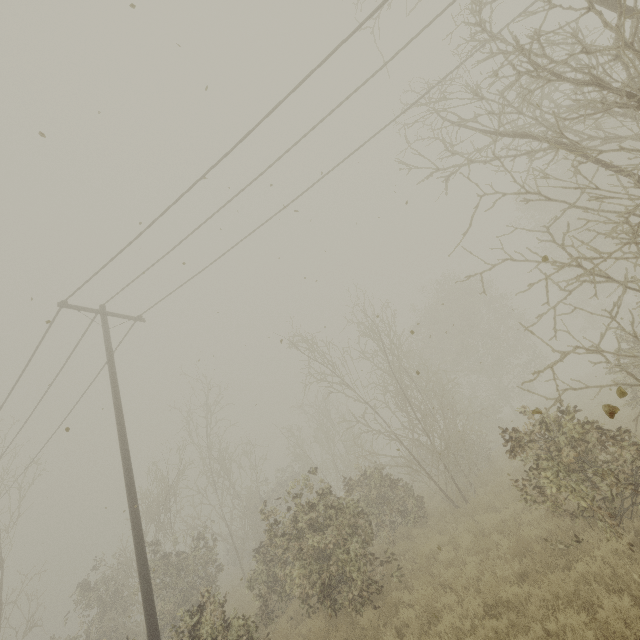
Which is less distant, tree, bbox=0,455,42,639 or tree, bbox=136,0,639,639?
tree, bbox=136,0,639,639

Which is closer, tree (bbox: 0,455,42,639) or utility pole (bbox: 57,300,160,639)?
utility pole (bbox: 57,300,160,639)

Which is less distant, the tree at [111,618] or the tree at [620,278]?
the tree at [620,278]

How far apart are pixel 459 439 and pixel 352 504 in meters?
9.1 m

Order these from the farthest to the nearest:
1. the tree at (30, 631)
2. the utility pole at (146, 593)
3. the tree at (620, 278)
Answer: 1. the tree at (30, 631)
2. the utility pole at (146, 593)
3. the tree at (620, 278)

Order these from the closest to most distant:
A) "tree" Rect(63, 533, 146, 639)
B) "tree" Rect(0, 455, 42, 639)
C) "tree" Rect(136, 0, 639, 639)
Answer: "tree" Rect(136, 0, 639, 639)
"tree" Rect(0, 455, 42, 639)
"tree" Rect(63, 533, 146, 639)
